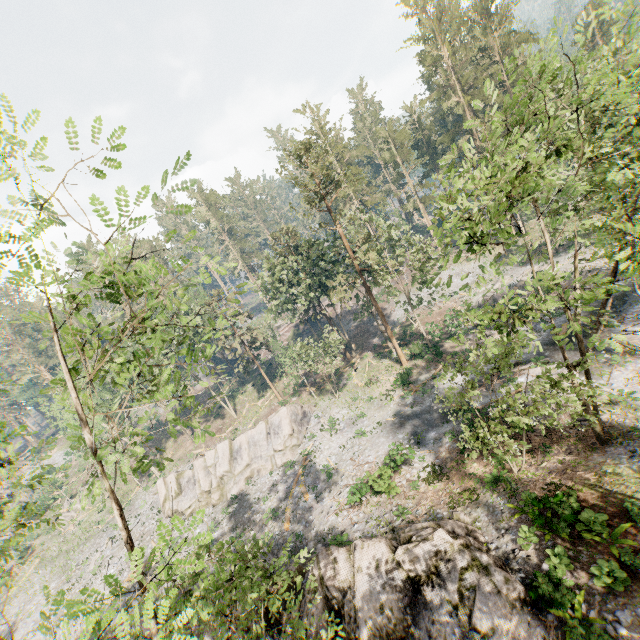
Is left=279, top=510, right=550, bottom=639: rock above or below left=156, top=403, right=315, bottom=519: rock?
above

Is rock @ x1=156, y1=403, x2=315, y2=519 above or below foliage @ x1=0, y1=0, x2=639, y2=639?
below

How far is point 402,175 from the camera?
53.6 meters

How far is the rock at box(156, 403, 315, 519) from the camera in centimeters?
3372cm

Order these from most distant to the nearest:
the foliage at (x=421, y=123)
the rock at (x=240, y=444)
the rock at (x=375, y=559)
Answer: the rock at (x=240, y=444) < the rock at (x=375, y=559) < the foliage at (x=421, y=123)

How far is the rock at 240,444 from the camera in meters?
33.7

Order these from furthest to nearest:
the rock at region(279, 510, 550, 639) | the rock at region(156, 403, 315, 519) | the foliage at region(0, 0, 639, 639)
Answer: the rock at region(156, 403, 315, 519)
the rock at region(279, 510, 550, 639)
the foliage at region(0, 0, 639, 639)
